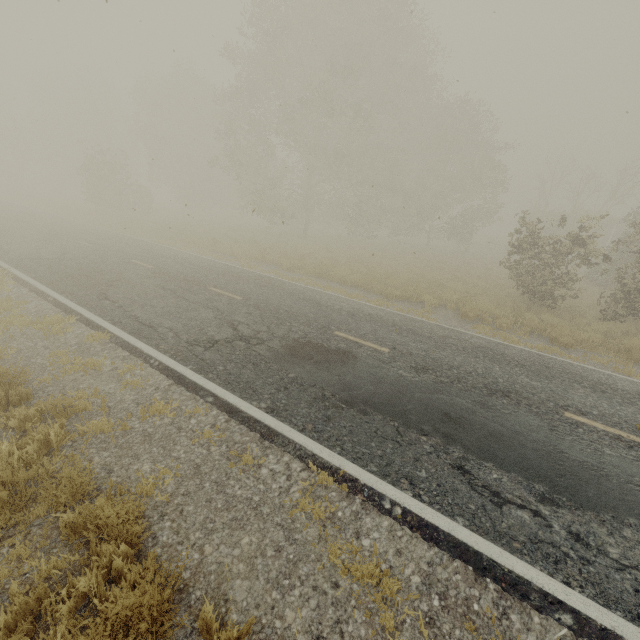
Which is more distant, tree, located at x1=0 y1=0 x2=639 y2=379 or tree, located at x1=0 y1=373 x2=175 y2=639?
tree, located at x1=0 y1=0 x2=639 y2=379

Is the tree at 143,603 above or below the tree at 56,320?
below

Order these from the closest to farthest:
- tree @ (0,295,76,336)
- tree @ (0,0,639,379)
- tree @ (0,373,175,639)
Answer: tree @ (0,373,175,639), tree @ (0,295,76,336), tree @ (0,0,639,379)

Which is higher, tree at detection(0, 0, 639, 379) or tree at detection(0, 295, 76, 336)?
tree at detection(0, 0, 639, 379)

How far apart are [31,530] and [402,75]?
29.8 meters
